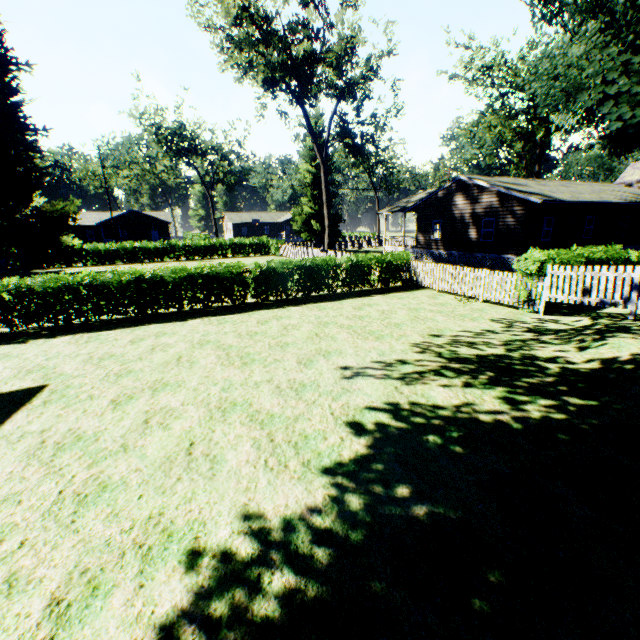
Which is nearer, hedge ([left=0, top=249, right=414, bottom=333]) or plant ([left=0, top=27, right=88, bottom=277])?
hedge ([left=0, top=249, right=414, bottom=333])

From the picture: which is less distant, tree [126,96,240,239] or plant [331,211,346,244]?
plant [331,211,346,244]

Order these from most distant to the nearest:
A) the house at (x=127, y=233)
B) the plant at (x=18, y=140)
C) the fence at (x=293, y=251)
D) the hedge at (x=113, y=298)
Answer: the house at (x=127, y=233)
the fence at (x=293, y=251)
the plant at (x=18, y=140)
the hedge at (x=113, y=298)

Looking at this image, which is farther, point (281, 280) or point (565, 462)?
point (281, 280)

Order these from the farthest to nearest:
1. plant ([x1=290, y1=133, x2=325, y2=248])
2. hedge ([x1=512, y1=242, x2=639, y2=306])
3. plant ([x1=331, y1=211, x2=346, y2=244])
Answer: plant ([x1=331, y1=211, x2=346, y2=244]) → plant ([x1=290, y1=133, x2=325, y2=248]) → hedge ([x1=512, y1=242, x2=639, y2=306])

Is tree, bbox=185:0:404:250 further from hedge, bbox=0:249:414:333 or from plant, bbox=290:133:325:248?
hedge, bbox=0:249:414:333

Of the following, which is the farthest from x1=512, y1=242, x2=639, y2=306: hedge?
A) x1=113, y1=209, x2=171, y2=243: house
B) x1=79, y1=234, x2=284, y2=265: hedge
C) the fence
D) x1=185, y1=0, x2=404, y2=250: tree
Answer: x1=113, y1=209, x2=171, y2=243: house

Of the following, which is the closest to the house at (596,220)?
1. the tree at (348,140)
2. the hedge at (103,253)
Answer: the tree at (348,140)
